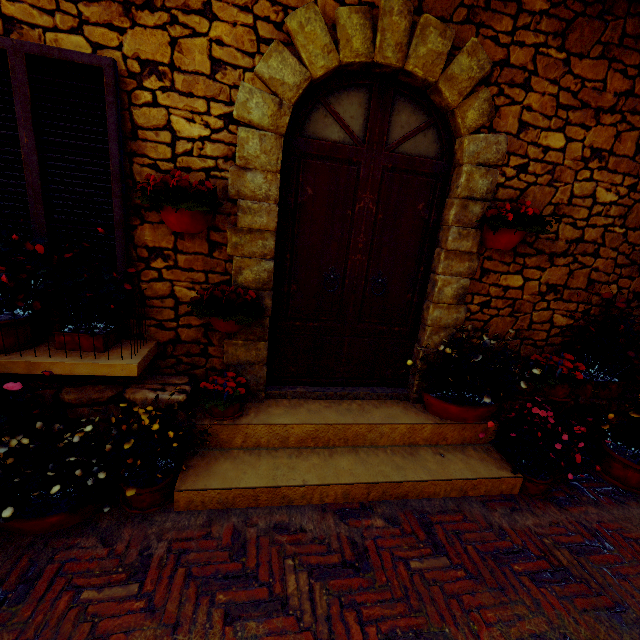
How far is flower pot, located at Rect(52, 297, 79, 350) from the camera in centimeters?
227cm

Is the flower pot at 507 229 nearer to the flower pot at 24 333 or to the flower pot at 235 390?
the flower pot at 235 390

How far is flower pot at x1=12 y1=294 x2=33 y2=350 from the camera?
2.2 meters

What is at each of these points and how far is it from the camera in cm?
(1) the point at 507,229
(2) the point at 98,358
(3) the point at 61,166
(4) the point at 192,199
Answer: (1) flower pot, 277
(2) window sill, 236
(3) window, 222
(4) flower pot, 222

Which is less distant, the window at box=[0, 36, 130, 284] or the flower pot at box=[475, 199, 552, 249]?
the window at box=[0, 36, 130, 284]

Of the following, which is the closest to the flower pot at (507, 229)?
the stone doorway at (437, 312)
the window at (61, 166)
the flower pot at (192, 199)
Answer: the stone doorway at (437, 312)

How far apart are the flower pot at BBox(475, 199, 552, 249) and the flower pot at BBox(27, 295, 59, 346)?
3.62m

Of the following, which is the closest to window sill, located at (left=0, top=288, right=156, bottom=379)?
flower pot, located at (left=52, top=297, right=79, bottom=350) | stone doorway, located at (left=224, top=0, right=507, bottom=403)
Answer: flower pot, located at (left=52, top=297, right=79, bottom=350)
